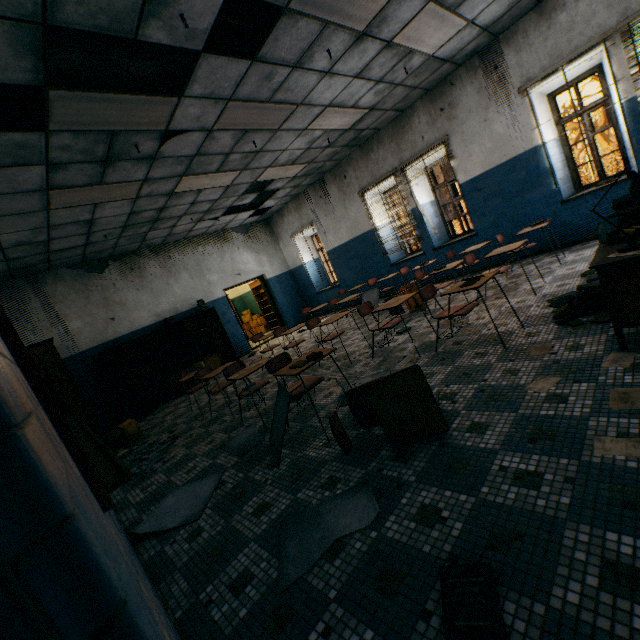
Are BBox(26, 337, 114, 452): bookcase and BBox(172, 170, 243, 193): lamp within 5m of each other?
yes

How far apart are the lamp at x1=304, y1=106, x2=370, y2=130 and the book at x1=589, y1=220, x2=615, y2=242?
4.4m

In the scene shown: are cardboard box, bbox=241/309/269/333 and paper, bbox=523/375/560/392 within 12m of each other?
no

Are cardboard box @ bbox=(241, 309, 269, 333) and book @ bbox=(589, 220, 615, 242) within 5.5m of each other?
no

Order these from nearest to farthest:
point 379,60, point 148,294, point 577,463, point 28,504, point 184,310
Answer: point 28,504, point 577,463, point 379,60, point 148,294, point 184,310

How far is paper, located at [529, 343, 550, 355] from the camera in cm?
285

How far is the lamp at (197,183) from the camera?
6.01m

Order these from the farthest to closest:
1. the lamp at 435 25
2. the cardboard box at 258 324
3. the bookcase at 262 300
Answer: the cardboard box at 258 324
the bookcase at 262 300
the lamp at 435 25
